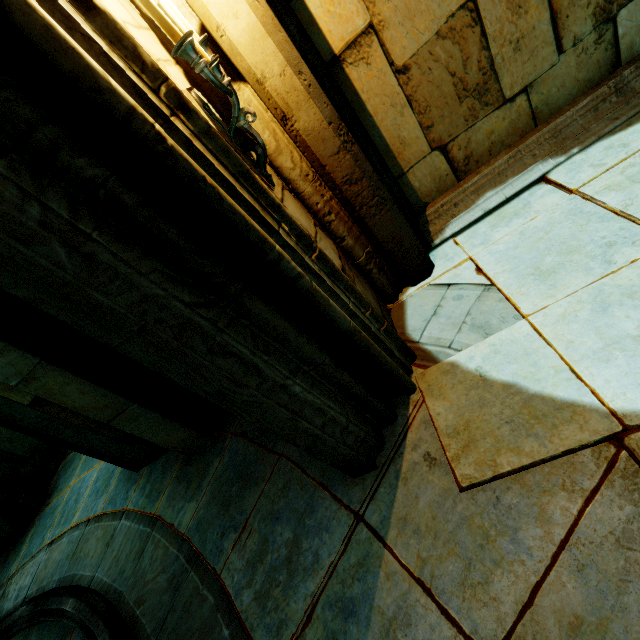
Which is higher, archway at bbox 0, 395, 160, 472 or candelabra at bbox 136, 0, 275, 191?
candelabra at bbox 136, 0, 275, 191

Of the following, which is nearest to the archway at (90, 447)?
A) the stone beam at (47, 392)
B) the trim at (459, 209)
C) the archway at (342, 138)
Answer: the stone beam at (47, 392)

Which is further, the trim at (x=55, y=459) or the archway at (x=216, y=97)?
the trim at (x=55, y=459)

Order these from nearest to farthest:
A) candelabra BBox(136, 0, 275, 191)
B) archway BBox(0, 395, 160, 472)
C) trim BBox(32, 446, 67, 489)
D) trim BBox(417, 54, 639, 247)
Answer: candelabra BBox(136, 0, 275, 191), trim BBox(417, 54, 639, 247), archway BBox(0, 395, 160, 472), trim BBox(32, 446, 67, 489)

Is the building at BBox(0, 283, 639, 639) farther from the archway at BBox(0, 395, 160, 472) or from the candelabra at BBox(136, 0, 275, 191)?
the candelabra at BBox(136, 0, 275, 191)

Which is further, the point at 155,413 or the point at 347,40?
the point at 155,413

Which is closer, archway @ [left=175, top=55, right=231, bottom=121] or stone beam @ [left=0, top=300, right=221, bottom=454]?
archway @ [left=175, top=55, right=231, bottom=121]

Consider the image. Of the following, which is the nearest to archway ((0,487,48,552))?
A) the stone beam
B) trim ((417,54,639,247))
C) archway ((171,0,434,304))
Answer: the stone beam
